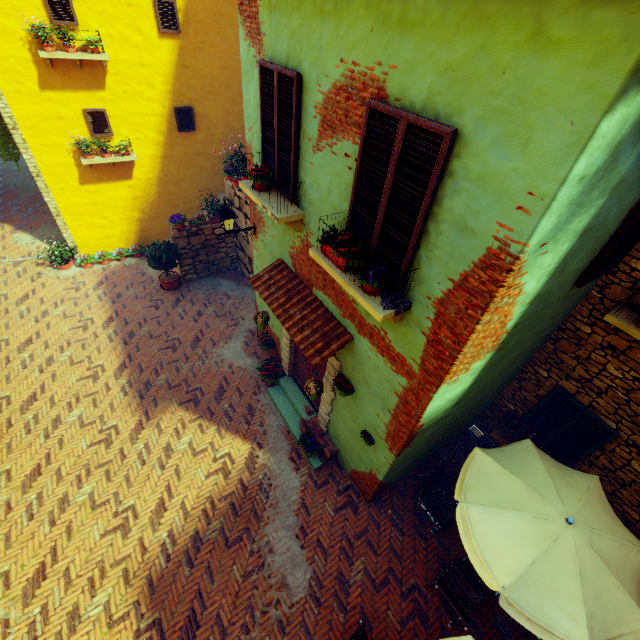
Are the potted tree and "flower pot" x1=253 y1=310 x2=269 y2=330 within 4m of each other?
no

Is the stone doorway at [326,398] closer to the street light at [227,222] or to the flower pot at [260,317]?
the flower pot at [260,317]

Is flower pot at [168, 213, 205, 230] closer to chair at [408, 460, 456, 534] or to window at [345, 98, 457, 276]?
window at [345, 98, 457, 276]

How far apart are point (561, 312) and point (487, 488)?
2.9 meters

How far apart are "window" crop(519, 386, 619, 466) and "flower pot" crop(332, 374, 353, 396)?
3.9 meters

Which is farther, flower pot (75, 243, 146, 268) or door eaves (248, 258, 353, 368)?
flower pot (75, 243, 146, 268)

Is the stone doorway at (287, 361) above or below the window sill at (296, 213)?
below

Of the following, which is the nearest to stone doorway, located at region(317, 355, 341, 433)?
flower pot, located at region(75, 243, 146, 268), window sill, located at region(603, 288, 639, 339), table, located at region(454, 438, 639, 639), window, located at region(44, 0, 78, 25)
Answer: window, located at region(44, 0, 78, 25)
